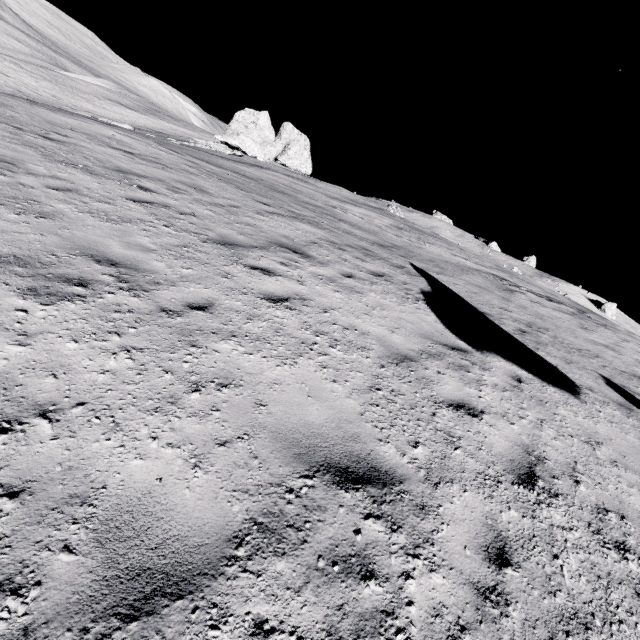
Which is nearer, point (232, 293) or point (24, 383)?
point (24, 383)

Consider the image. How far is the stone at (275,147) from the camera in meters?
38.1 m

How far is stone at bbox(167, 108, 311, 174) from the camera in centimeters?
3806cm
